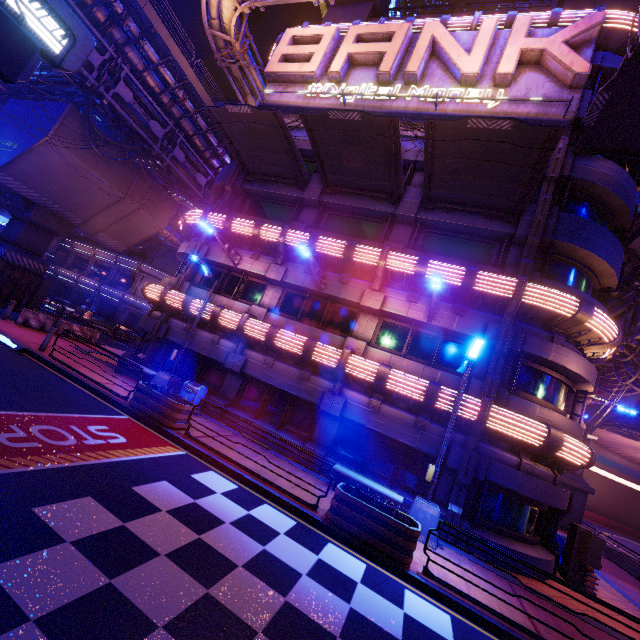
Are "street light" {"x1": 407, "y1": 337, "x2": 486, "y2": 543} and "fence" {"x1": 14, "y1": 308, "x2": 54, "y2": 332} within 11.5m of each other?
no

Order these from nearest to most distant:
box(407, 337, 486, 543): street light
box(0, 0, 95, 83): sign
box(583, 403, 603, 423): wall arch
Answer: box(0, 0, 95, 83): sign
box(407, 337, 486, 543): street light
box(583, 403, 603, 423): wall arch

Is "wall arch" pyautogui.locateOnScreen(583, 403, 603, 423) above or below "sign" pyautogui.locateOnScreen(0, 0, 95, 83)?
above

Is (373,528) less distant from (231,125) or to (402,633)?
(402,633)

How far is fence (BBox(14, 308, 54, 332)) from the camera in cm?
1728

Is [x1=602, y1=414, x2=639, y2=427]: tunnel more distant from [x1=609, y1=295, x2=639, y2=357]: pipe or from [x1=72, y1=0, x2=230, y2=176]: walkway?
[x1=72, y1=0, x2=230, y2=176]: walkway

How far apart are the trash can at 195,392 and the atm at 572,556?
15.09m

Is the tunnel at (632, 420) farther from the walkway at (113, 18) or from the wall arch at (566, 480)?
the walkway at (113, 18)
